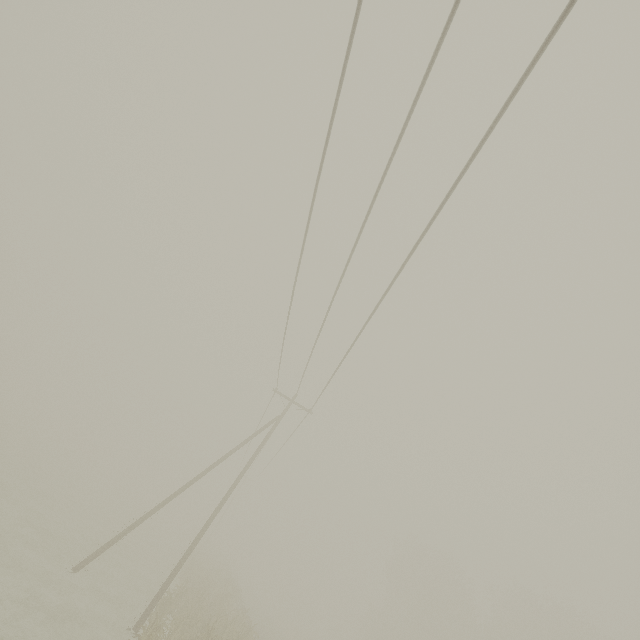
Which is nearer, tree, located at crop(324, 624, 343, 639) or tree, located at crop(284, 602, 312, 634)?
tree, located at crop(324, 624, 343, 639)

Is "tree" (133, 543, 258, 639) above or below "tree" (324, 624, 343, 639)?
below

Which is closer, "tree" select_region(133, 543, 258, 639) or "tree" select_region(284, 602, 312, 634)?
"tree" select_region(133, 543, 258, 639)

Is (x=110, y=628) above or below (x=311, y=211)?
below

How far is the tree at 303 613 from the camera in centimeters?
5544cm

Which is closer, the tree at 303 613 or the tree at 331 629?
the tree at 331 629

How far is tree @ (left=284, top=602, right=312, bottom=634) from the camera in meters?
55.4 m

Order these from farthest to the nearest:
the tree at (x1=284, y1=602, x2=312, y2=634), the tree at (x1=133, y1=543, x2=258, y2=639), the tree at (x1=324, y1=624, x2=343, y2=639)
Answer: the tree at (x1=284, y1=602, x2=312, y2=634) → the tree at (x1=324, y1=624, x2=343, y2=639) → the tree at (x1=133, y1=543, x2=258, y2=639)
